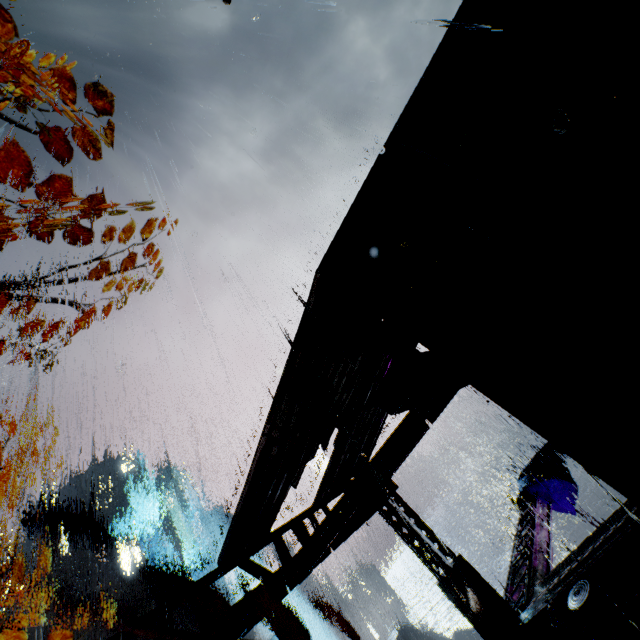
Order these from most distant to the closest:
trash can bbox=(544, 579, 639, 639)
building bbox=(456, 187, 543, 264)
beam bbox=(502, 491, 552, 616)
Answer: beam bbox=(502, 491, 552, 616) → trash can bbox=(544, 579, 639, 639) → building bbox=(456, 187, 543, 264)

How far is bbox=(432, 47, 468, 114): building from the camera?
5.5 meters

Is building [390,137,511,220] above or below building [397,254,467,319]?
above

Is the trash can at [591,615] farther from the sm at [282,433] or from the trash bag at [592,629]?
the sm at [282,433]

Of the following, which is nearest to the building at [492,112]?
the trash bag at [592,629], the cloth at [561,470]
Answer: the trash bag at [592,629]

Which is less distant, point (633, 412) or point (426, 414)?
point (633, 412)
